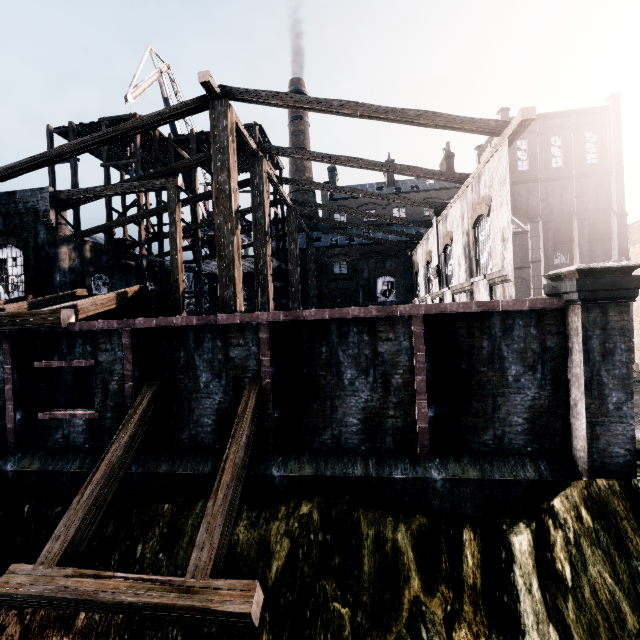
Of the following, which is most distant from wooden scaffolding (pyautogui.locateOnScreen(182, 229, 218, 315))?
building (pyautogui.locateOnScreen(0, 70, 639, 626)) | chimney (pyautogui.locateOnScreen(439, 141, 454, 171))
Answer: chimney (pyautogui.locateOnScreen(439, 141, 454, 171))

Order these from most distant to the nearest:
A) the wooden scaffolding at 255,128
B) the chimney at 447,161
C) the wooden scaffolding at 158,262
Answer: the chimney at 447,161 < the wooden scaffolding at 255,128 < the wooden scaffolding at 158,262

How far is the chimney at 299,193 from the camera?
52.78m

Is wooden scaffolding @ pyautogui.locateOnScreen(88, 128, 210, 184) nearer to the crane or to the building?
the building

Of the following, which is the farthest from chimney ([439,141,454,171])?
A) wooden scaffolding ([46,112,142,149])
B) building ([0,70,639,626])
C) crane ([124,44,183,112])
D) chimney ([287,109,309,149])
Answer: crane ([124,44,183,112])

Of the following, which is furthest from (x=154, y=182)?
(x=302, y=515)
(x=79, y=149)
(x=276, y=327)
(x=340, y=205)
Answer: (x=340, y=205)

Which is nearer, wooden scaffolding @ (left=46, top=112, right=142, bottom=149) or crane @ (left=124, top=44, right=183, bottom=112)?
wooden scaffolding @ (left=46, top=112, right=142, bottom=149)
